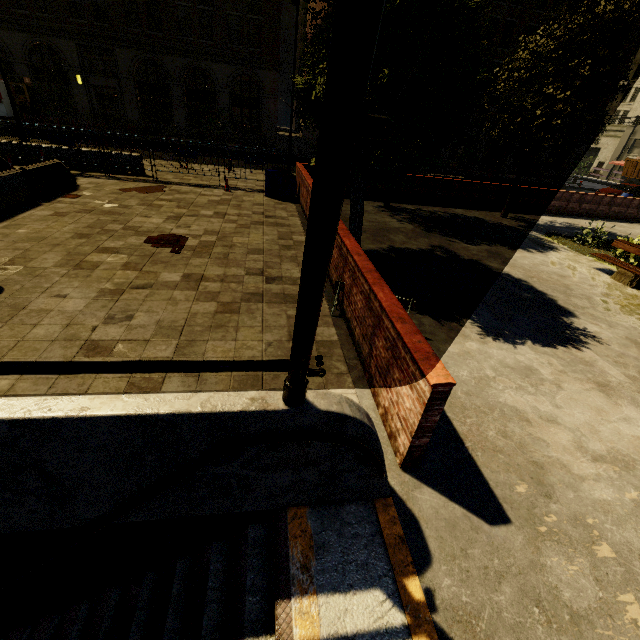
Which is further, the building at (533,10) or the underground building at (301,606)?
the building at (533,10)

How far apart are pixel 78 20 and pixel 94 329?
35.1 meters

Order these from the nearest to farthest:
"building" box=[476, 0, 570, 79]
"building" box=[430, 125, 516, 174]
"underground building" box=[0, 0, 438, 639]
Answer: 1. "underground building" box=[0, 0, 438, 639]
2. "building" box=[476, 0, 570, 79]
3. "building" box=[430, 125, 516, 174]

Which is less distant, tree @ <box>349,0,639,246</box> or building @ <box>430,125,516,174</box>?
tree @ <box>349,0,639,246</box>

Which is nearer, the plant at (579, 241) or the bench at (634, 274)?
the bench at (634, 274)

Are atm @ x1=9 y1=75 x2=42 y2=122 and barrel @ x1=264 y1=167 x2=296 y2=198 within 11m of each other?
no

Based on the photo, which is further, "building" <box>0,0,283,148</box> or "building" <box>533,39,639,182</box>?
"building" <box>533,39,639,182</box>

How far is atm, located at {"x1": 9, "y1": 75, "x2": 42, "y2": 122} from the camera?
25.9m
